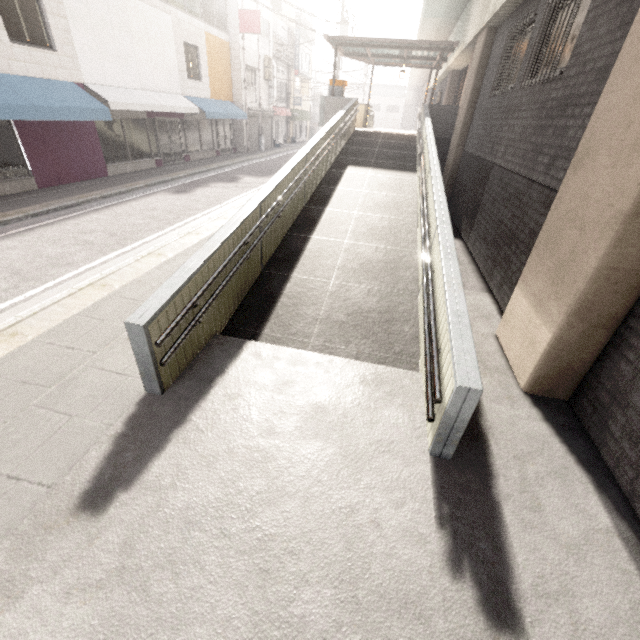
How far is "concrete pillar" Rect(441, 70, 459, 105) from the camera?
17.19m

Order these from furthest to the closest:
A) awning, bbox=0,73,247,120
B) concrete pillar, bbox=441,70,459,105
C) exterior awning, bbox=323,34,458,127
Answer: concrete pillar, bbox=441,70,459,105
exterior awning, bbox=323,34,458,127
awning, bbox=0,73,247,120

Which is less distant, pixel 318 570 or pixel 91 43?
pixel 318 570

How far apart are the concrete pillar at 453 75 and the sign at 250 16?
11.3 meters

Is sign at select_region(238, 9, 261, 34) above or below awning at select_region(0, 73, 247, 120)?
above

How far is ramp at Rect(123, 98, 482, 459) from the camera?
3.11m

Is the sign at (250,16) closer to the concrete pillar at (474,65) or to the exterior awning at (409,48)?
the exterior awning at (409,48)

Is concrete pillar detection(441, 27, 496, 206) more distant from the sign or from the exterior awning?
the sign
